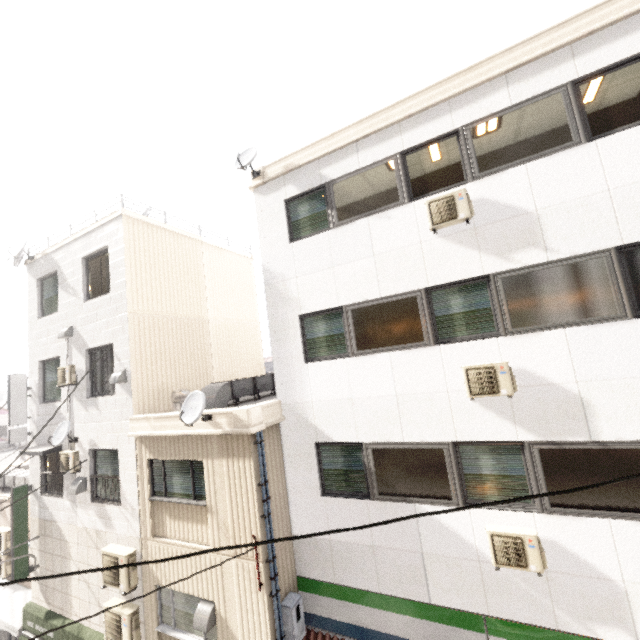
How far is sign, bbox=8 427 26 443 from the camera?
10.76m

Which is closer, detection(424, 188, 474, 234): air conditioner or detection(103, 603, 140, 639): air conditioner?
detection(424, 188, 474, 234): air conditioner

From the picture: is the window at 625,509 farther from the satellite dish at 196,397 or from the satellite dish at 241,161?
the satellite dish at 241,161

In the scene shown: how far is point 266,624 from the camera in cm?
643

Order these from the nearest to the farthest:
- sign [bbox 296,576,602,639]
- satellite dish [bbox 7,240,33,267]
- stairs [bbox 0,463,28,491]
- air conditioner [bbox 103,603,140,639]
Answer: sign [bbox 296,576,602,639] < air conditioner [bbox 103,603,140,639] < satellite dish [bbox 7,240,33,267] < stairs [bbox 0,463,28,491]

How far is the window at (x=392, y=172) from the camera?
6.8m

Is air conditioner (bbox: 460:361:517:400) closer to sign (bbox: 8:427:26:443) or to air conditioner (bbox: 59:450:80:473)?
air conditioner (bbox: 59:450:80:473)

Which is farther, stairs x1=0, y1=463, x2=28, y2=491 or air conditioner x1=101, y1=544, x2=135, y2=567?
stairs x1=0, y1=463, x2=28, y2=491
